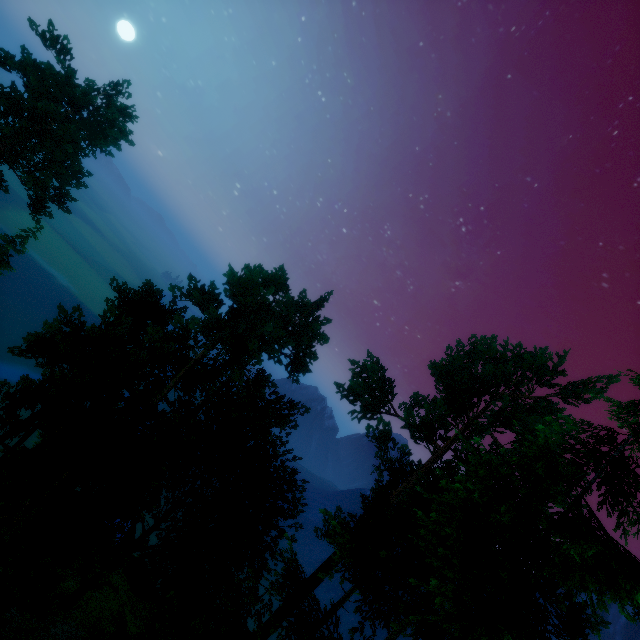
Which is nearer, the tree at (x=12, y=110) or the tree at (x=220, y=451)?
the tree at (x=220, y=451)

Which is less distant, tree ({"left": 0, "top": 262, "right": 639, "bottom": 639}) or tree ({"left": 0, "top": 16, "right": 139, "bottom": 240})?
tree ({"left": 0, "top": 262, "right": 639, "bottom": 639})

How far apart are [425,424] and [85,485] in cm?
1966
